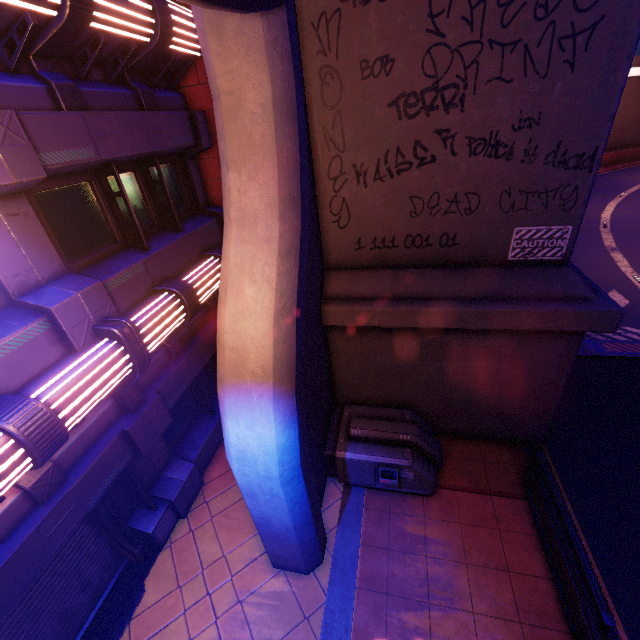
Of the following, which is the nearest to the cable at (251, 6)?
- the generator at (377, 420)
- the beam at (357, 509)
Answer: the beam at (357, 509)

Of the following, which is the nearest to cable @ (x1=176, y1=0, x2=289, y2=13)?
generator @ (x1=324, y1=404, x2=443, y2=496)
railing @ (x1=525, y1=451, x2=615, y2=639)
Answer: generator @ (x1=324, y1=404, x2=443, y2=496)

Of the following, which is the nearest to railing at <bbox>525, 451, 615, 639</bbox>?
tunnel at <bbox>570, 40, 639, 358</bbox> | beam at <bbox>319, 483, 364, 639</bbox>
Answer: beam at <bbox>319, 483, 364, 639</bbox>

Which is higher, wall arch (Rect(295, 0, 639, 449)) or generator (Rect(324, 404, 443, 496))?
wall arch (Rect(295, 0, 639, 449))

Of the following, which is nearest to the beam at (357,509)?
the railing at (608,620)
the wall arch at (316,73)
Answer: the wall arch at (316,73)

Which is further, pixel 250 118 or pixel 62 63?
pixel 62 63

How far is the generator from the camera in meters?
6.5

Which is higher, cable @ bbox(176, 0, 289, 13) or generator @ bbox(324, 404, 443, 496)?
cable @ bbox(176, 0, 289, 13)
